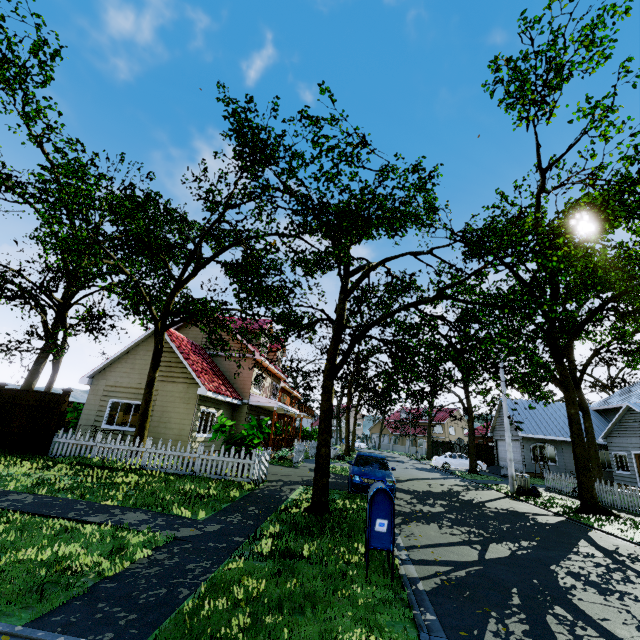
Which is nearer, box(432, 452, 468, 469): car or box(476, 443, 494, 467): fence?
box(432, 452, 468, 469): car

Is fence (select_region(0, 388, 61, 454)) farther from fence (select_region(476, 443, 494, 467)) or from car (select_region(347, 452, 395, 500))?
car (select_region(347, 452, 395, 500))

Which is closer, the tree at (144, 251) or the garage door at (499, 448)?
the tree at (144, 251)

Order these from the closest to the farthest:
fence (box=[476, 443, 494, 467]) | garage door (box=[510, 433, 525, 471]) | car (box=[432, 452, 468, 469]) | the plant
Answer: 1. the plant
2. garage door (box=[510, 433, 525, 471])
3. car (box=[432, 452, 468, 469])
4. fence (box=[476, 443, 494, 467])

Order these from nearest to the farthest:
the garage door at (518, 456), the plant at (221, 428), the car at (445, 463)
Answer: the plant at (221, 428) < the garage door at (518, 456) < the car at (445, 463)

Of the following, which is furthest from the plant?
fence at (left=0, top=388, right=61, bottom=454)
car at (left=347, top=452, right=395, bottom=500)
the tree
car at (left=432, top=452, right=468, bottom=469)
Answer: car at (left=432, top=452, right=468, bottom=469)

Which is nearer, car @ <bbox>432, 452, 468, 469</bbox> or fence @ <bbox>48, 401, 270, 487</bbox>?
fence @ <bbox>48, 401, 270, 487</bbox>

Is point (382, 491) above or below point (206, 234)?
below
